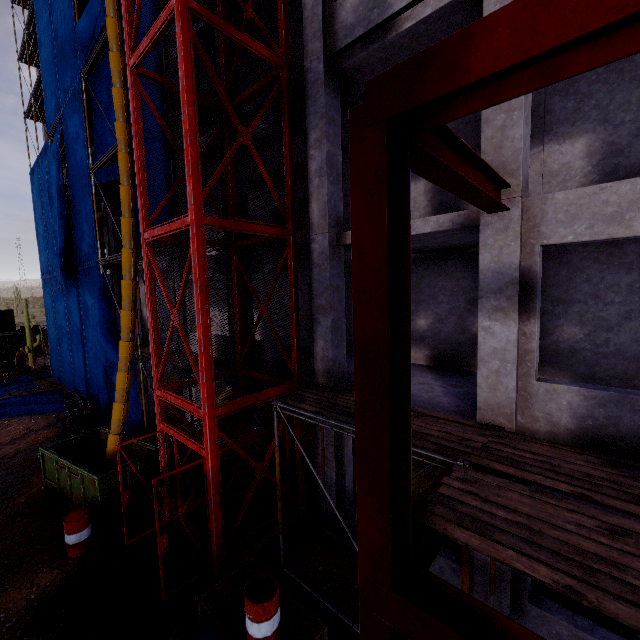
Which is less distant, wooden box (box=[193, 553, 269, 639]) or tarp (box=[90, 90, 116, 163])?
wooden box (box=[193, 553, 269, 639])

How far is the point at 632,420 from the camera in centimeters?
453cm

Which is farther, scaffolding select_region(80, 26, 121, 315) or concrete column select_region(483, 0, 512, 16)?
scaffolding select_region(80, 26, 121, 315)

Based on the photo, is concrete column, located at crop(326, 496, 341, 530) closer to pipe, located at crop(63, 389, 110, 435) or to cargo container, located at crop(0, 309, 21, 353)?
pipe, located at crop(63, 389, 110, 435)

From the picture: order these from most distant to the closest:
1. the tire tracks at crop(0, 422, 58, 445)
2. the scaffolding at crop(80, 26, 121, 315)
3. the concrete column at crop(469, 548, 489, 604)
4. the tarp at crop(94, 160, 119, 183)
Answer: the tire tracks at crop(0, 422, 58, 445) → the tarp at crop(94, 160, 119, 183) → the scaffolding at crop(80, 26, 121, 315) → the concrete column at crop(469, 548, 489, 604)

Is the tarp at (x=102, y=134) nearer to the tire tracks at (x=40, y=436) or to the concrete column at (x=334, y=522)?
the tire tracks at (x=40, y=436)

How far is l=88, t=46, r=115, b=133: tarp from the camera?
12.8 meters

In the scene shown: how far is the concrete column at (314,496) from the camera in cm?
875
